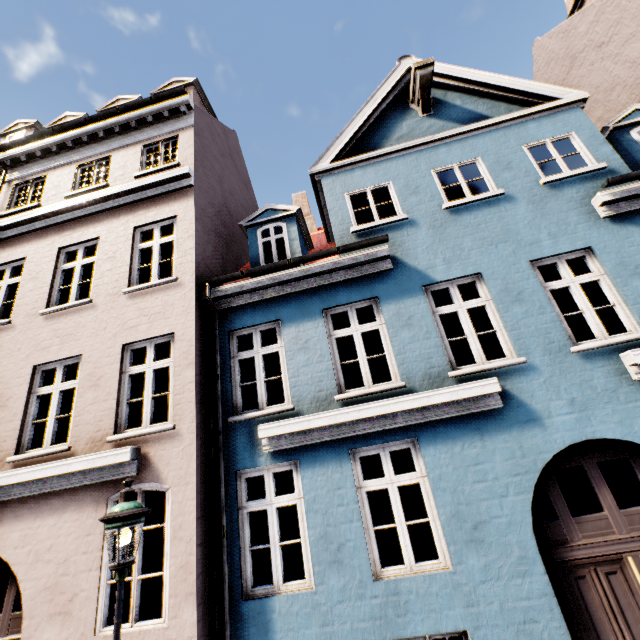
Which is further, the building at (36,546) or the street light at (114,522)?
the building at (36,546)

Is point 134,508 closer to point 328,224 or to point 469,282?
point 469,282

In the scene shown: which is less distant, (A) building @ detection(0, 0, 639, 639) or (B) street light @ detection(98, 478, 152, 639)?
(B) street light @ detection(98, 478, 152, 639)
